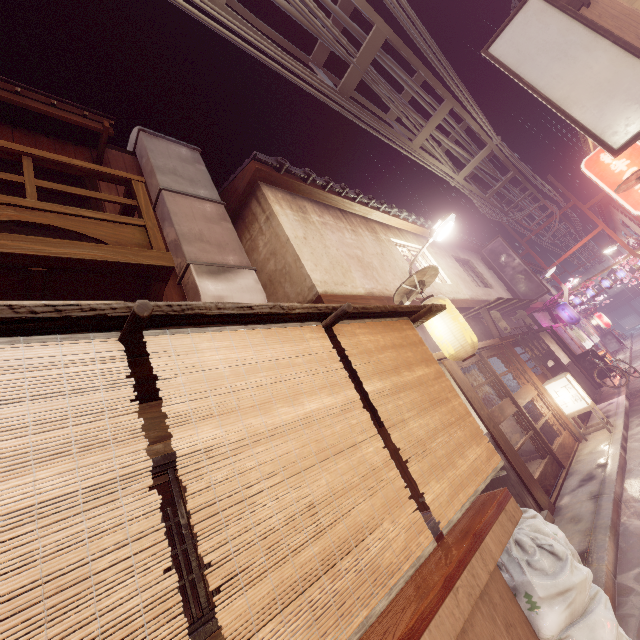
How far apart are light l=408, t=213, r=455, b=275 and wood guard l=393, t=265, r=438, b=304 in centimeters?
318cm

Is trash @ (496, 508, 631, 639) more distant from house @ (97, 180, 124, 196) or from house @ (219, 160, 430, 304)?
house @ (97, 180, 124, 196)

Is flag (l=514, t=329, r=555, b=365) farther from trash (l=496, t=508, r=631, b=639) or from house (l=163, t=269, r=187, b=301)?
house (l=163, t=269, r=187, b=301)

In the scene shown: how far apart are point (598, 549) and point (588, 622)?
3.3 meters

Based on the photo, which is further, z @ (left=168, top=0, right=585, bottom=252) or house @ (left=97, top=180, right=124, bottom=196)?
house @ (left=97, top=180, right=124, bottom=196)

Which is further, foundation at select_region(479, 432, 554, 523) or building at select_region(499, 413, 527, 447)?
building at select_region(499, 413, 527, 447)

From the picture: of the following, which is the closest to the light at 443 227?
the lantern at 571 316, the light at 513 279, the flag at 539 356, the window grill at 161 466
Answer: the flag at 539 356

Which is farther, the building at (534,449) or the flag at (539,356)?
the flag at (539,356)
